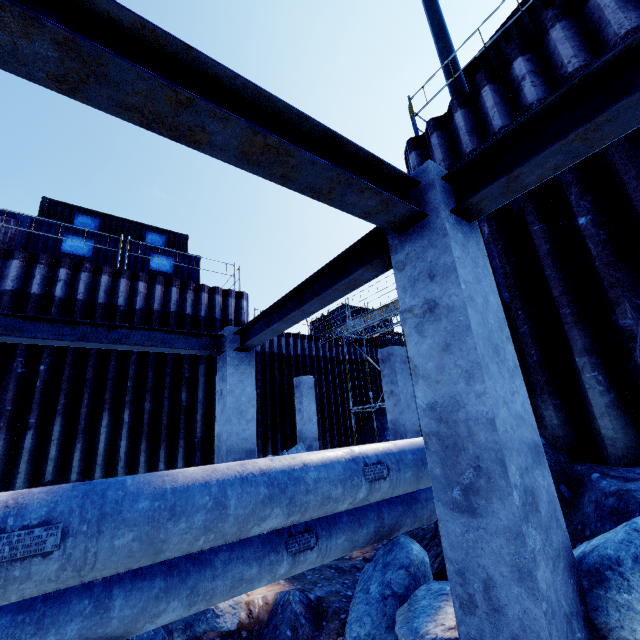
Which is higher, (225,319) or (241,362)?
(225,319)

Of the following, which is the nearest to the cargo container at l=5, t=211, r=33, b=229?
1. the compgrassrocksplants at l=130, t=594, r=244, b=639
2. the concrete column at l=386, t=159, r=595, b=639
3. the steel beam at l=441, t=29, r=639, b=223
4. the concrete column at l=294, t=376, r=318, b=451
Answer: the concrete column at l=294, t=376, r=318, b=451

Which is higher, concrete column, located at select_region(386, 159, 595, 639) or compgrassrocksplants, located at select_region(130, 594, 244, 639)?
concrete column, located at select_region(386, 159, 595, 639)

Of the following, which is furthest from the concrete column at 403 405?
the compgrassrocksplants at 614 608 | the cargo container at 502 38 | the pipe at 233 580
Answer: the compgrassrocksplants at 614 608

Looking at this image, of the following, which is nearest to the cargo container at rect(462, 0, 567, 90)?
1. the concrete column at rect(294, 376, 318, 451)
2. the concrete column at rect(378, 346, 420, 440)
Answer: the concrete column at rect(378, 346, 420, 440)

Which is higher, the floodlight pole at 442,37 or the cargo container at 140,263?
the floodlight pole at 442,37

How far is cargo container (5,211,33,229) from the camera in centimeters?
1099cm
